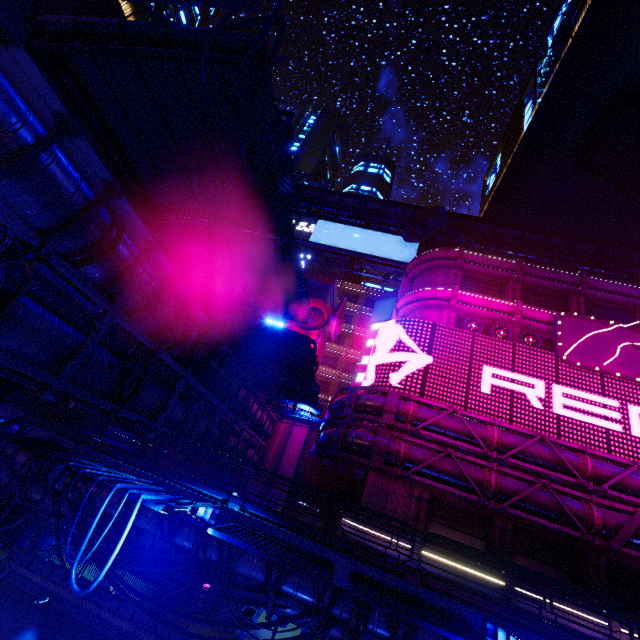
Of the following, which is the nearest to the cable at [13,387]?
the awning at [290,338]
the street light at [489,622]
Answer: the awning at [290,338]

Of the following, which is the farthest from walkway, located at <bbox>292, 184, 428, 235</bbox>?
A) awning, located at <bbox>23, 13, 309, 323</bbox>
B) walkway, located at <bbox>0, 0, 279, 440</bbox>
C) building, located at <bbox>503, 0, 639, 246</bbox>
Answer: awning, located at <bbox>23, 13, 309, 323</bbox>

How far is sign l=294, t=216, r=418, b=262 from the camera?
37.9 meters

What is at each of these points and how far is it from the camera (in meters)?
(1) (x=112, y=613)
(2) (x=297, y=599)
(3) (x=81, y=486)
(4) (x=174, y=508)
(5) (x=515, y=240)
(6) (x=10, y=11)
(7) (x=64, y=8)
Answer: (1) fence, 18.31
(2) walkway, 9.78
(3) walkway, 9.95
(4) street light, 6.50
(5) walkway, 37.81
(6) walkway, 5.13
(7) building, 57.12

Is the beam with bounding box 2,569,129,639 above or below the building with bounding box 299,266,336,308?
below

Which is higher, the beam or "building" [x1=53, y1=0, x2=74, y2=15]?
"building" [x1=53, y1=0, x2=74, y2=15]

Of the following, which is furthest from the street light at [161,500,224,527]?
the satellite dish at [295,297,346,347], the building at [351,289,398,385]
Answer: the building at [351,289,398,385]

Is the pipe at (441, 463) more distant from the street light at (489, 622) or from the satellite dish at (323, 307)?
the street light at (489, 622)
